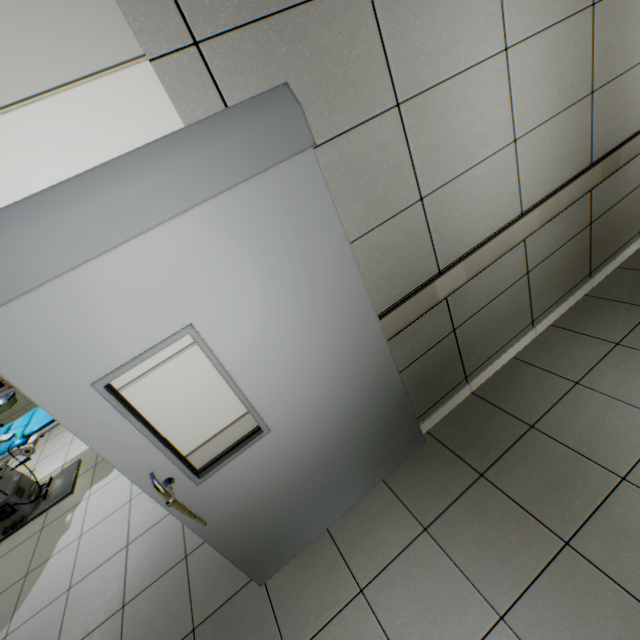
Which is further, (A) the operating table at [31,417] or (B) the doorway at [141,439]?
(A) the operating table at [31,417]

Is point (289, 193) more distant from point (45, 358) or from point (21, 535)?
point (21, 535)

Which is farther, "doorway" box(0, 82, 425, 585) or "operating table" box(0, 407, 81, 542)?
"operating table" box(0, 407, 81, 542)
